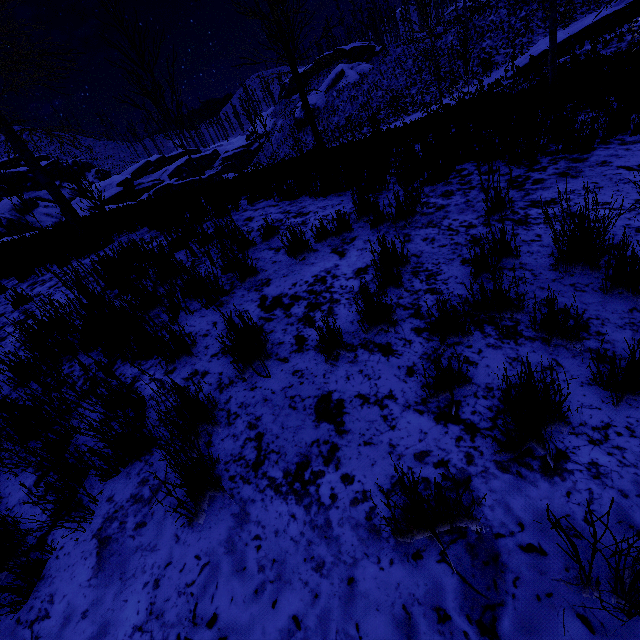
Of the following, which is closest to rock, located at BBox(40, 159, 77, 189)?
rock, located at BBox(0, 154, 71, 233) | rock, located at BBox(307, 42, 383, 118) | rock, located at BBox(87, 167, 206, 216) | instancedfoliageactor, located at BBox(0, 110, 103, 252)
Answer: rock, located at BBox(0, 154, 71, 233)

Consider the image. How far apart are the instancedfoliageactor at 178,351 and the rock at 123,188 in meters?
40.5

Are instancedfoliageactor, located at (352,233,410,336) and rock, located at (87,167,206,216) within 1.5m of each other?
no

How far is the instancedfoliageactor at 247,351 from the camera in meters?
2.1

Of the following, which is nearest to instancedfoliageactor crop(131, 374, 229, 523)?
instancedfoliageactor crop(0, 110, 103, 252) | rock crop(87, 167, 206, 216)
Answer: instancedfoliageactor crop(0, 110, 103, 252)

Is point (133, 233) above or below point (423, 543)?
above

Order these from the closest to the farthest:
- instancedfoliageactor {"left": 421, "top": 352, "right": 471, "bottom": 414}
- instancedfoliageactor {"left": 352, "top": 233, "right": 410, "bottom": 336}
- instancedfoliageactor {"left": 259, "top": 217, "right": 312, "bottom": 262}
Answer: instancedfoliageactor {"left": 421, "top": 352, "right": 471, "bottom": 414}
instancedfoliageactor {"left": 352, "top": 233, "right": 410, "bottom": 336}
instancedfoliageactor {"left": 259, "top": 217, "right": 312, "bottom": 262}

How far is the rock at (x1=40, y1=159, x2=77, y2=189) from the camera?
51.50m
